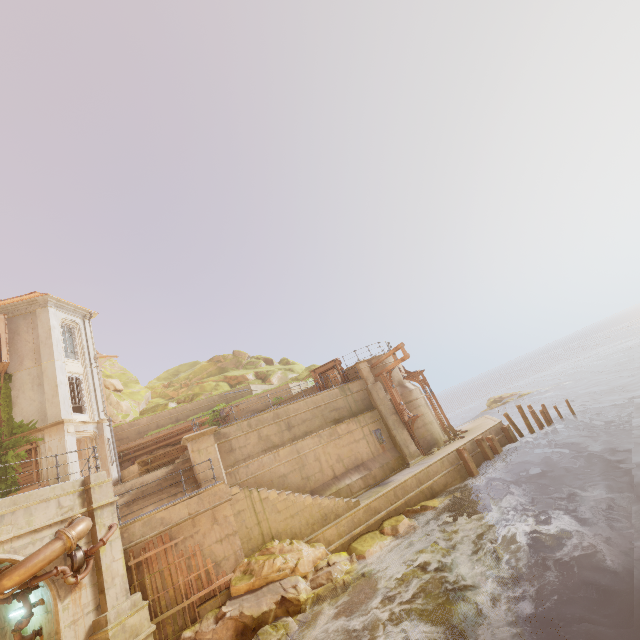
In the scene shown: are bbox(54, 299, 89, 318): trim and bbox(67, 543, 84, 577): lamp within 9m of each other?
no

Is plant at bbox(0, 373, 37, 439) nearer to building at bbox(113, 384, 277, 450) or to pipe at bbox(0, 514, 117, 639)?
building at bbox(113, 384, 277, 450)

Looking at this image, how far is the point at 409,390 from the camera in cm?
2205

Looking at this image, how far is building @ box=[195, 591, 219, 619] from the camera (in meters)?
10.82

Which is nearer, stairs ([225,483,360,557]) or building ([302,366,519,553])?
stairs ([225,483,360,557])

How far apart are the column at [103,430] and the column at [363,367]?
16.4m

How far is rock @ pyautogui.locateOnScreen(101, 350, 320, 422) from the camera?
27.7 meters

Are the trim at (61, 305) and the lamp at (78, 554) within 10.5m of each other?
no
